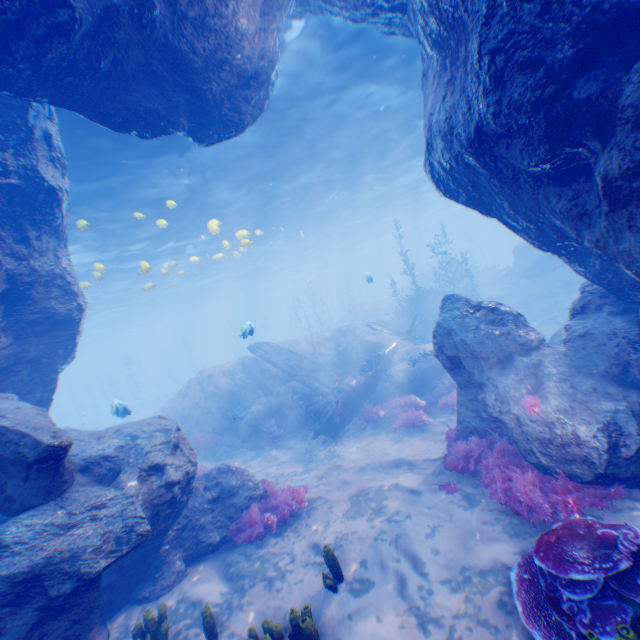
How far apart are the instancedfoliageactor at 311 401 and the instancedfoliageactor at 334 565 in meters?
8.5 m

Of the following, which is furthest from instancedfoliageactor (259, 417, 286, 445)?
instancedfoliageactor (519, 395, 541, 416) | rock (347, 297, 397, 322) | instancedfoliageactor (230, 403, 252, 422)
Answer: rock (347, 297, 397, 322)

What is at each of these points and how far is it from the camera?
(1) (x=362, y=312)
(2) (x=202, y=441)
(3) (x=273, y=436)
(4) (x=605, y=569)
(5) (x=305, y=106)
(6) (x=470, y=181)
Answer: (1) rock, 36.19m
(2) instancedfoliageactor, 14.84m
(3) instancedfoliageactor, 14.25m
(4) instancedfoliageactor, 3.33m
(5) light, 13.66m
(6) rock, 7.04m

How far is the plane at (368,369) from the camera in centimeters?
1324cm

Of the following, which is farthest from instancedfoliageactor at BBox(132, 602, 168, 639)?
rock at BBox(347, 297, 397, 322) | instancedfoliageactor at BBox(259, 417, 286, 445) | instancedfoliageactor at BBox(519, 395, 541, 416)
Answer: rock at BBox(347, 297, 397, 322)

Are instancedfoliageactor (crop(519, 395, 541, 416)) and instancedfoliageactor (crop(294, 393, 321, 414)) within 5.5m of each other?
no

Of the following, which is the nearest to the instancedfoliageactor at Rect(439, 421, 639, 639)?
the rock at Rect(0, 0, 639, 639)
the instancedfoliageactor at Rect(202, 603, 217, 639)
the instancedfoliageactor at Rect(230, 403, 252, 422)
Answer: the rock at Rect(0, 0, 639, 639)

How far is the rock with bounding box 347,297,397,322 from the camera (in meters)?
35.72
